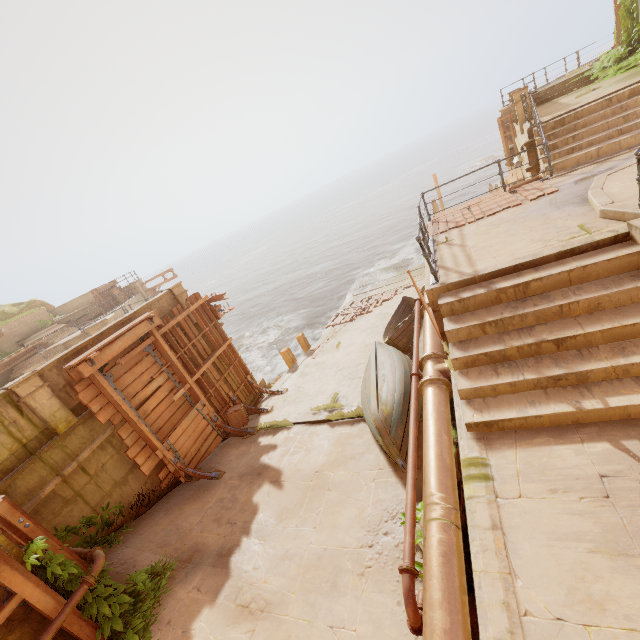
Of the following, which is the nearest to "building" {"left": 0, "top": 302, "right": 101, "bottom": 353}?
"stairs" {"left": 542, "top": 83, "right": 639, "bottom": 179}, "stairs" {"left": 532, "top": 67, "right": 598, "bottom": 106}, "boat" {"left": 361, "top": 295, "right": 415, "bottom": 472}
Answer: "boat" {"left": 361, "top": 295, "right": 415, "bottom": 472}

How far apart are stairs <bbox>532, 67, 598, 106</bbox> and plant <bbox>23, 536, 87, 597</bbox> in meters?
22.7 m

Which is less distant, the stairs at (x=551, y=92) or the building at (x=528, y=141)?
the building at (x=528, y=141)

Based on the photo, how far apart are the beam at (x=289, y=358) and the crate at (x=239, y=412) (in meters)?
4.18

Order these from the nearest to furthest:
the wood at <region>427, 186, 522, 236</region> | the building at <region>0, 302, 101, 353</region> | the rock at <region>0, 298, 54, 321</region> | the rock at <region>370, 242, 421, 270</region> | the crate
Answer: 1. the wood at <region>427, 186, 522, 236</region>
2. the crate
3. the building at <region>0, 302, 101, 353</region>
4. the rock at <region>0, 298, 54, 321</region>
5. the rock at <region>370, 242, 421, 270</region>

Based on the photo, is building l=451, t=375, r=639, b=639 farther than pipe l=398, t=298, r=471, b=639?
No

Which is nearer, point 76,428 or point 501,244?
point 501,244

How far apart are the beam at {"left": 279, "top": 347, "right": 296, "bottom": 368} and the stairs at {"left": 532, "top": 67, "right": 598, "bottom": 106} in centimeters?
1738cm
